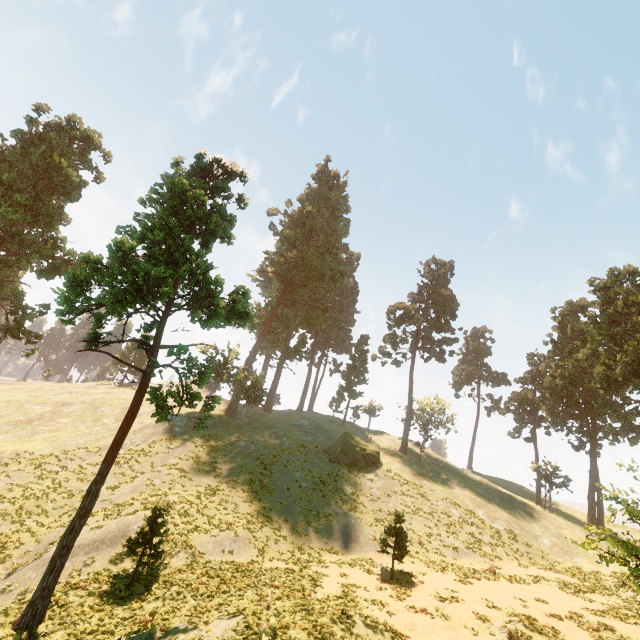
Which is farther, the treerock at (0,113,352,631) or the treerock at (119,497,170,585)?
the treerock at (119,497,170,585)

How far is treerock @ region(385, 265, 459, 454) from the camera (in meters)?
50.44

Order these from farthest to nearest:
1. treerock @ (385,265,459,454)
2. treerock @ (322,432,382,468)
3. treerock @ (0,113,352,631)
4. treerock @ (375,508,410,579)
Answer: treerock @ (385,265,459,454)
treerock @ (322,432,382,468)
treerock @ (375,508,410,579)
treerock @ (0,113,352,631)

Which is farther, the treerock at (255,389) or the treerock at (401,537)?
the treerock at (401,537)

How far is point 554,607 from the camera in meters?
18.2 m

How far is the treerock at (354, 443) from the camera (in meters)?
34.25
